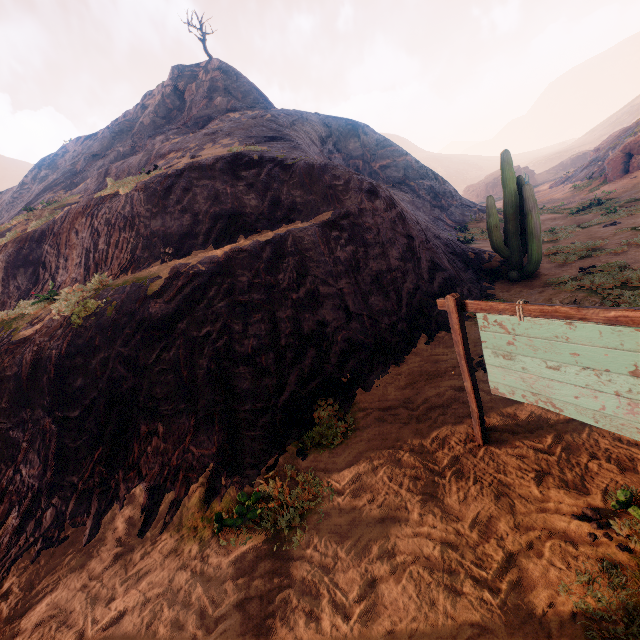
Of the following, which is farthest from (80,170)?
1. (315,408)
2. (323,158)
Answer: (315,408)

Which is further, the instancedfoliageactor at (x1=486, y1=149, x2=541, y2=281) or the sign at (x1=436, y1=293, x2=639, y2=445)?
the instancedfoliageactor at (x1=486, y1=149, x2=541, y2=281)

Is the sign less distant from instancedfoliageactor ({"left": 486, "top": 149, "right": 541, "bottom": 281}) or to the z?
the z

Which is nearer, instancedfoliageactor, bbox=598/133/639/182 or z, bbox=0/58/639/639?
z, bbox=0/58/639/639

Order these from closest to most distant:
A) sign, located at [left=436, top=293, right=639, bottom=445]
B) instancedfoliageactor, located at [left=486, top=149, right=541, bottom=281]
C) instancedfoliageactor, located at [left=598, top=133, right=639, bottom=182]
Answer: sign, located at [left=436, top=293, right=639, bottom=445], instancedfoliageactor, located at [left=486, top=149, right=541, bottom=281], instancedfoliageactor, located at [left=598, top=133, right=639, bottom=182]

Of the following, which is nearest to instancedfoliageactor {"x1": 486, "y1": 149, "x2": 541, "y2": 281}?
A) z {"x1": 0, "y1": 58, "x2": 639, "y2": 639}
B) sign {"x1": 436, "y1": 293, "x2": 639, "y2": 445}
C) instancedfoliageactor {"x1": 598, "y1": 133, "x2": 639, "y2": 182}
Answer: z {"x1": 0, "y1": 58, "x2": 639, "y2": 639}

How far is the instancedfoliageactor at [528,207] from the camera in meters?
9.8

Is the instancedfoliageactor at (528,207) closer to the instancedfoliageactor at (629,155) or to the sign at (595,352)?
the sign at (595,352)
